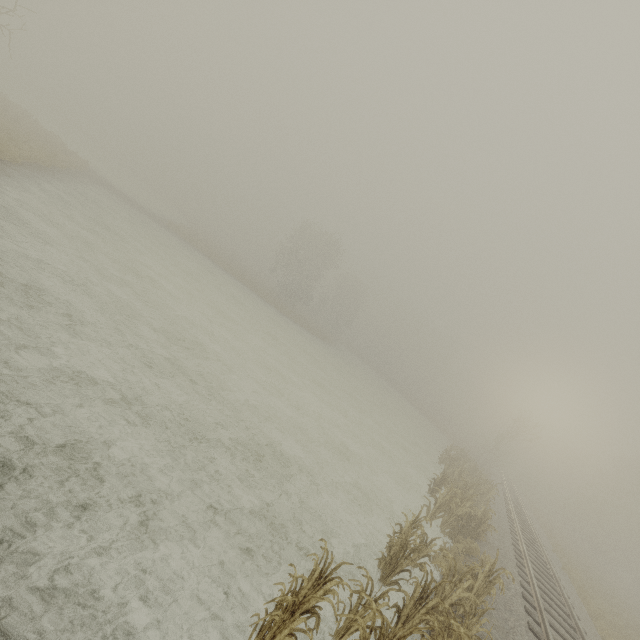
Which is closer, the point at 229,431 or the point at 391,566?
the point at 391,566
